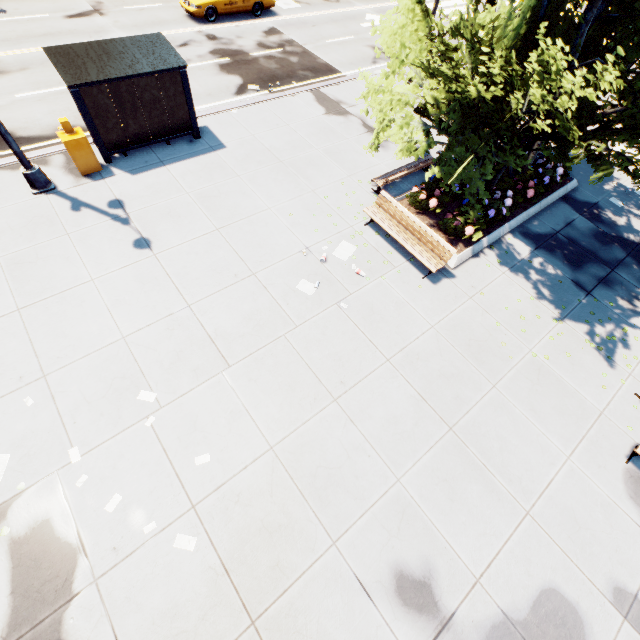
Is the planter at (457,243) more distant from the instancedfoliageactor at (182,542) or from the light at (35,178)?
the instancedfoliageactor at (182,542)

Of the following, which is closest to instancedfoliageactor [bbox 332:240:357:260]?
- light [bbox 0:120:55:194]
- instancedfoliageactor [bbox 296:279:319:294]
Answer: instancedfoliageactor [bbox 296:279:319:294]

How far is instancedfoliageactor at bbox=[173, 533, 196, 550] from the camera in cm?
544

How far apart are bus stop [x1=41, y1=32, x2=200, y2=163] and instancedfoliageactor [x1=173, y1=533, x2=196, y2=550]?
11.0m

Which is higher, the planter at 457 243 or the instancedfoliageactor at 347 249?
the planter at 457 243

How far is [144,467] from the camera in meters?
6.0 m

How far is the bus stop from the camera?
8.86m

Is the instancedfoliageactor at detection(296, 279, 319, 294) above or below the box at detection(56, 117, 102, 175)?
below
